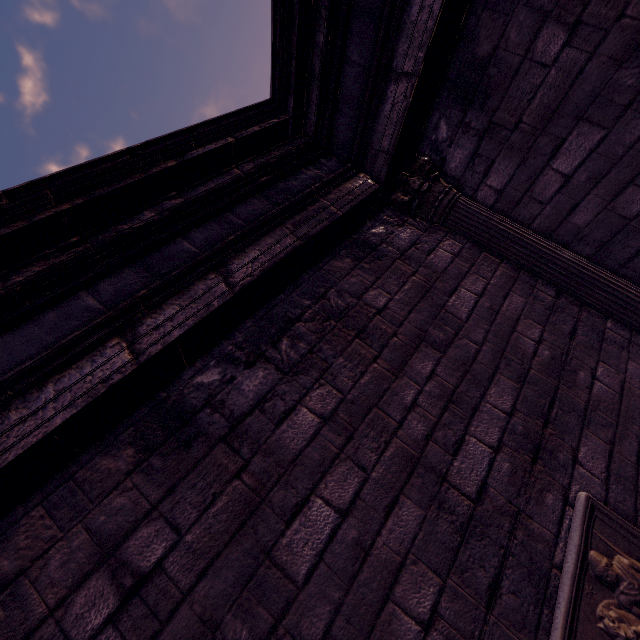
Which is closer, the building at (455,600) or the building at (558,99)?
the building at (455,600)

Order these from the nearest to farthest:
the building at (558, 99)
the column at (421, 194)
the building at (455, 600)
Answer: the building at (455, 600) → the building at (558, 99) → the column at (421, 194)

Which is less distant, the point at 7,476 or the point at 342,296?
the point at 7,476

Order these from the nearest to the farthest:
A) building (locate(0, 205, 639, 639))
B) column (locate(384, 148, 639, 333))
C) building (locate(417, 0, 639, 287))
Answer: building (locate(0, 205, 639, 639)) < building (locate(417, 0, 639, 287)) < column (locate(384, 148, 639, 333))

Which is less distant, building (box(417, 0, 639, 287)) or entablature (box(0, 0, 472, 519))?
entablature (box(0, 0, 472, 519))

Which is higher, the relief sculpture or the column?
the column

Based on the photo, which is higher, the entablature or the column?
the entablature

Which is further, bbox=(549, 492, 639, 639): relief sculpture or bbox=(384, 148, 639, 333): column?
bbox=(384, 148, 639, 333): column
